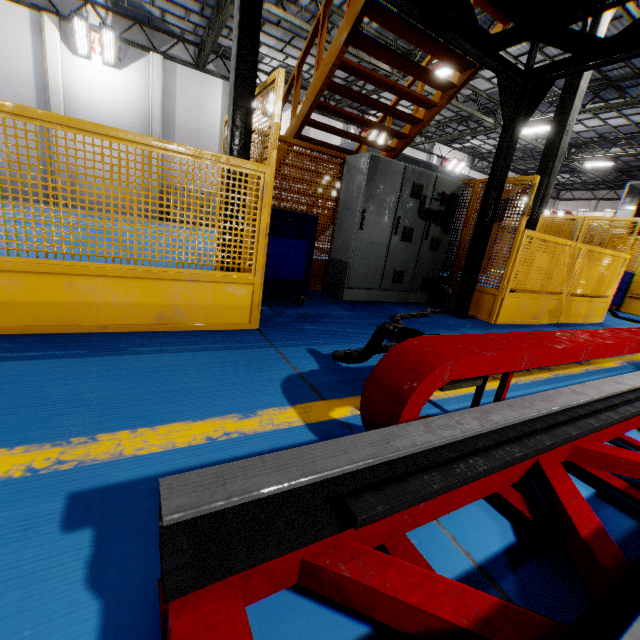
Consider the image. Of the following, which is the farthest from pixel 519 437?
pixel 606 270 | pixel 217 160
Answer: pixel 606 270

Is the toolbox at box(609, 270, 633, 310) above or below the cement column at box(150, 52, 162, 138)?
below

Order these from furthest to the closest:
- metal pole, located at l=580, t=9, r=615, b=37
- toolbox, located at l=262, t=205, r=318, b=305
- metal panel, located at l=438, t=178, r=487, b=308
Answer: metal pole, located at l=580, t=9, r=615, b=37
metal panel, located at l=438, t=178, r=487, b=308
toolbox, located at l=262, t=205, r=318, b=305

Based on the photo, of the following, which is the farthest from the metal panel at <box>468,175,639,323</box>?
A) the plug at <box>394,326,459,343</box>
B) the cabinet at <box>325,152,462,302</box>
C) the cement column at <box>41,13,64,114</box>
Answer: the cement column at <box>41,13,64,114</box>

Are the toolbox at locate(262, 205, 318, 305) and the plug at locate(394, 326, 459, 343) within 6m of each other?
yes

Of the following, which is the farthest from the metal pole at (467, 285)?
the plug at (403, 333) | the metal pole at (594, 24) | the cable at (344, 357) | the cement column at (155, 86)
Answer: the cement column at (155, 86)

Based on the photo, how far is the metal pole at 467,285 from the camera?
4.4 meters

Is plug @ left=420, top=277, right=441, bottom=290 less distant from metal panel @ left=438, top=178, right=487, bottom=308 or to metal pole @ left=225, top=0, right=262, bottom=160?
metal panel @ left=438, top=178, right=487, bottom=308
